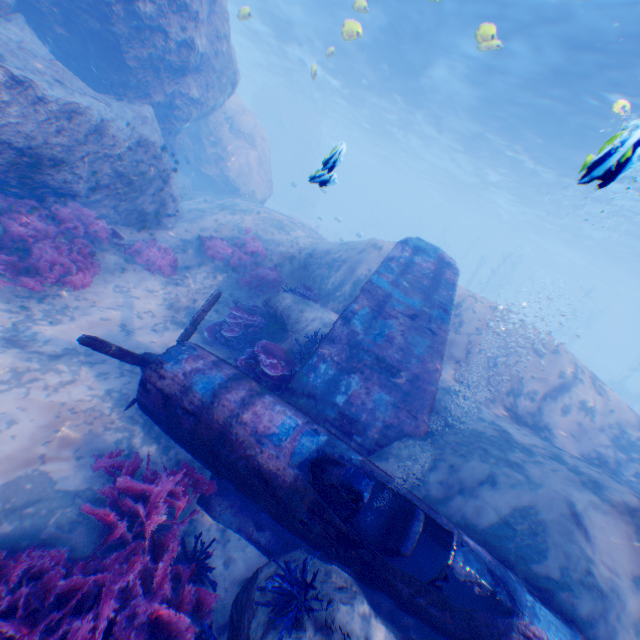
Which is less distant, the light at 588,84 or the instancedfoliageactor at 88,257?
the instancedfoliageactor at 88,257

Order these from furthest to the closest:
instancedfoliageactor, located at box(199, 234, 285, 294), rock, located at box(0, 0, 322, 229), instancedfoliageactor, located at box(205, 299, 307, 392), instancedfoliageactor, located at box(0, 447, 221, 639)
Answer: instancedfoliageactor, located at box(199, 234, 285, 294)
rock, located at box(0, 0, 322, 229)
instancedfoliageactor, located at box(205, 299, 307, 392)
instancedfoliageactor, located at box(0, 447, 221, 639)

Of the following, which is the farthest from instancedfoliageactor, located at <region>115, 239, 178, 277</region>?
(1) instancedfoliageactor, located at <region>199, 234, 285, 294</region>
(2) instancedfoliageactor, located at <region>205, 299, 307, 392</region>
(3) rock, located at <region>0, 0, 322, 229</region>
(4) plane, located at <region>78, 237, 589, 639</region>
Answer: (2) instancedfoliageactor, located at <region>205, 299, 307, 392</region>

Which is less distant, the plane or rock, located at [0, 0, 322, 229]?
the plane

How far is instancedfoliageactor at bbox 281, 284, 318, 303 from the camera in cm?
964

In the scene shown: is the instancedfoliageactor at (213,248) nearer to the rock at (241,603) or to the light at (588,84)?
the rock at (241,603)

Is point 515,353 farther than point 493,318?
No

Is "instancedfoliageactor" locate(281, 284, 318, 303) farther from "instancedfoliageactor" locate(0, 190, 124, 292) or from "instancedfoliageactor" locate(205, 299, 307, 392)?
"instancedfoliageactor" locate(0, 190, 124, 292)
